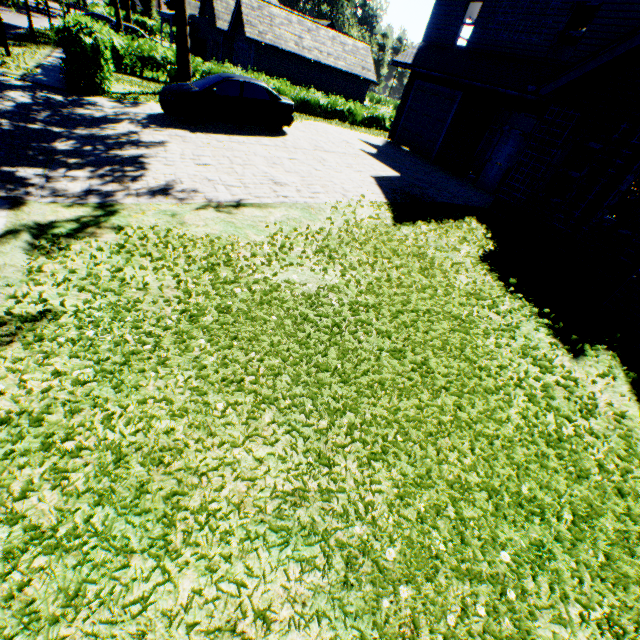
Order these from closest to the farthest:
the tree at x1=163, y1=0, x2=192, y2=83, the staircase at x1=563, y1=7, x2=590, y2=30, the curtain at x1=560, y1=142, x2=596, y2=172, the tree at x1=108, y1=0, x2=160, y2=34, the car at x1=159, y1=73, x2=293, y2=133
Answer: the curtain at x1=560, y1=142, x2=596, y2=172, the car at x1=159, y1=73, x2=293, y2=133, the staircase at x1=563, y1=7, x2=590, y2=30, the tree at x1=163, y1=0, x2=192, y2=83, the tree at x1=108, y1=0, x2=160, y2=34

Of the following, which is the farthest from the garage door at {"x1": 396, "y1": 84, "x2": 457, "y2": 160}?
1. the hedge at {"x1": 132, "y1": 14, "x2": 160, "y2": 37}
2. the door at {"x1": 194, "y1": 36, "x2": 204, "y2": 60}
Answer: the hedge at {"x1": 132, "y1": 14, "x2": 160, "y2": 37}

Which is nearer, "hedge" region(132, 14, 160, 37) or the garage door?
the garage door

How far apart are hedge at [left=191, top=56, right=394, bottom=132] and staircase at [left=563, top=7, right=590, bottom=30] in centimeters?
1266cm

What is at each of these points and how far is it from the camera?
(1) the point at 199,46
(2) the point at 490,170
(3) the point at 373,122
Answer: (1) door, 35.0 meters
(2) door, 13.7 meters
(3) hedge, 26.6 meters

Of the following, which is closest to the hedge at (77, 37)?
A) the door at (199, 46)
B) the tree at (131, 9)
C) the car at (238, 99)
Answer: the tree at (131, 9)

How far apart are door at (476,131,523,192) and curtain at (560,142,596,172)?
3.7m

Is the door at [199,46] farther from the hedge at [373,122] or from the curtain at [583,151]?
the curtain at [583,151]
